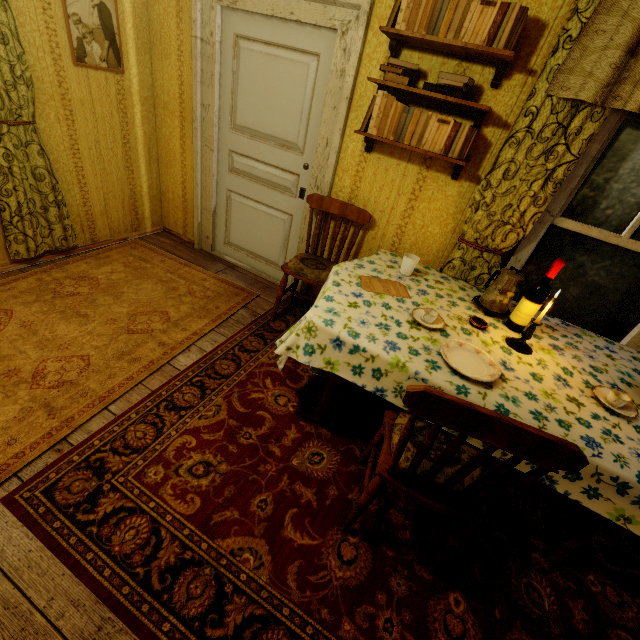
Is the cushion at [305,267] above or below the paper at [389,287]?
below

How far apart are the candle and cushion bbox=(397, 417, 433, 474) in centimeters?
64cm

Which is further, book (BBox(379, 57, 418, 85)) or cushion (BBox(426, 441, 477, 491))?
book (BBox(379, 57, 418, 85))

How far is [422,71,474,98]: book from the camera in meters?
1.9

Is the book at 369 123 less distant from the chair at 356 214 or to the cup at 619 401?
the chair at 356 214

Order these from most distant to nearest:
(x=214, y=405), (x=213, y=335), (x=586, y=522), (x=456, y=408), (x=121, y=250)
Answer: (x=121, y=250) → (x=213, y=335) → (x=214, y=405) → (x=586, y=522) → (x=456, y=408)

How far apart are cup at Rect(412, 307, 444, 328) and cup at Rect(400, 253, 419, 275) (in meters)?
0.47

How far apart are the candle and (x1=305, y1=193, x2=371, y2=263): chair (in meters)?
1.27
